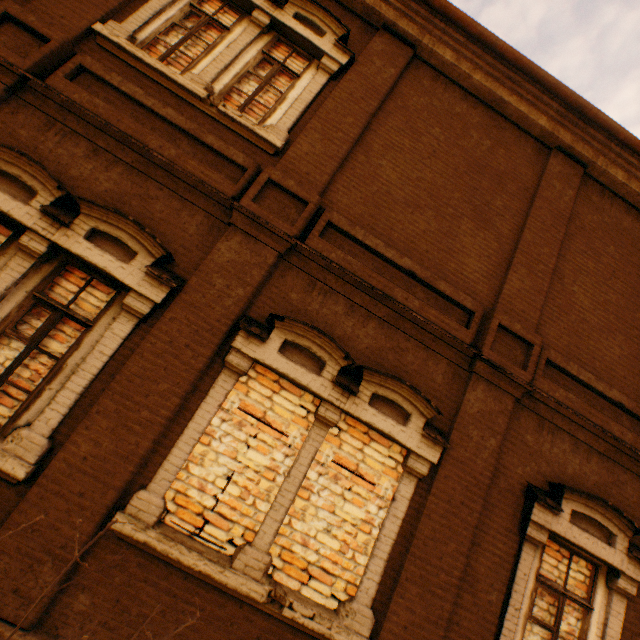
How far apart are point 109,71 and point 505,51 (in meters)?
6.33
